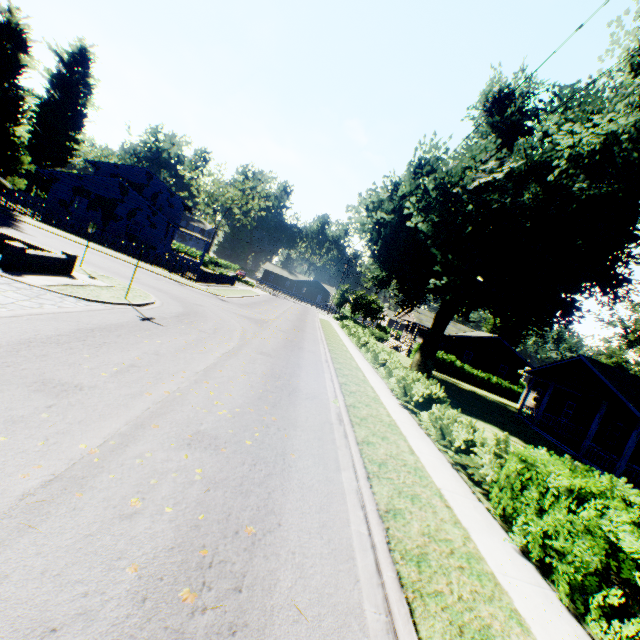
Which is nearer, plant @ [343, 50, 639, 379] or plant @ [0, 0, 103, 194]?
plant @ [343, 50, 639, 379]

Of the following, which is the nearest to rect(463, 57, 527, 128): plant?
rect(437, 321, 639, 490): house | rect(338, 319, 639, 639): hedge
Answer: rect(338, 319, 639, 639): hedge

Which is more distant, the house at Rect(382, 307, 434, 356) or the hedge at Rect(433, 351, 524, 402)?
the house at Rect(382, 307, 434, 356)

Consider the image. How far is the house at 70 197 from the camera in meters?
31.5

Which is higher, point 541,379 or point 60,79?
point 60,79

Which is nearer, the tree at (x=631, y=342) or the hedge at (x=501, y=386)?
the hedge at (x=501, y=386)

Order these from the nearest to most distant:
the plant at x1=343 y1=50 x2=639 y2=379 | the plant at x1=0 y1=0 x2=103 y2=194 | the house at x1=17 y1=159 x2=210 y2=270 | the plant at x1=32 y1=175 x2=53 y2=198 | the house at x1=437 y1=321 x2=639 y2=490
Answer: the plant at x1=343 y1=50 x2=639 y2=379
the house at x1=437 y1=321 x2=639 y2=490
the plant at x1=0 y1=0 x2=103 y2=194
the house at x1=17 y1=159 x2=210 y2=270
the plant at x1=32 y1=175 x2=53 y2=198

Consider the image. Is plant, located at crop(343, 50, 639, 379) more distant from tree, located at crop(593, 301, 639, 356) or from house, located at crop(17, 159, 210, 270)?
tree, located at crop(593, 301, 639, 356)
